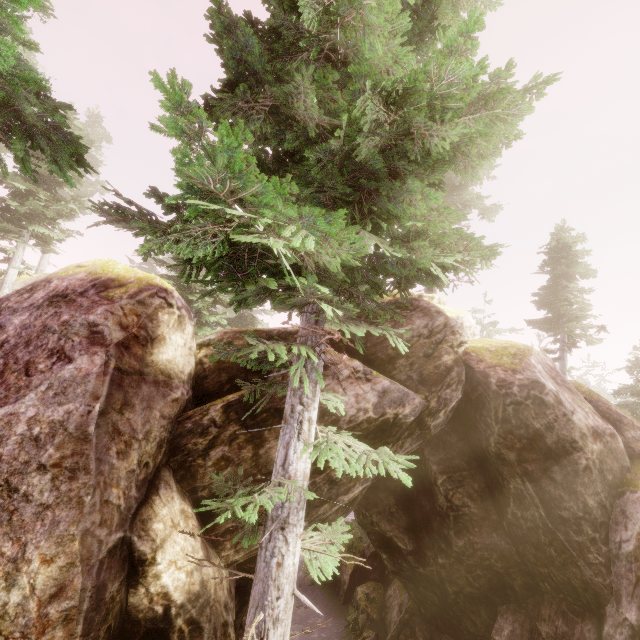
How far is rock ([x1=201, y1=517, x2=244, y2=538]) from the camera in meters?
7.7

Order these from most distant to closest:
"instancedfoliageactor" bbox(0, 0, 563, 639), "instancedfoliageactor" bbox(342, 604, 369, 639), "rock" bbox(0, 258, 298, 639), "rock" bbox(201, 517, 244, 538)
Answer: "instancedfoliageactor" bbox(342, 604, 369, 639)
"rock" bbox(201, 517, 244, 538)
"rock" bbox(0, 258, 298, 639)
"instancedfoliageactor" bbox(0, 0, 563, 639)

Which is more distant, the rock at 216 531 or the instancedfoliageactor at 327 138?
the rock at 216 531

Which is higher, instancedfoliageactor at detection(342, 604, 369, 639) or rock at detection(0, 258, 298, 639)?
rock at detection(0, 258, 298, 639)

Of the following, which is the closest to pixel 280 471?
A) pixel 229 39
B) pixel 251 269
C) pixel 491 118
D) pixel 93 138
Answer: pixel 251 269

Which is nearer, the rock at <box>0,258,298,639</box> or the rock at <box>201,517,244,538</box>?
the rock at <box>0,258,298,639</box>

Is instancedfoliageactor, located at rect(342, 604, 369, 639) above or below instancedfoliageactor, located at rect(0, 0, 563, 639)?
below

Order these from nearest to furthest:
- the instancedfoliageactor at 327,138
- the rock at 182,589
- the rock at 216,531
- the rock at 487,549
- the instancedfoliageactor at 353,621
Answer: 1. the instancedfoliageactor at 327,138
2. the rock at 182,589
3. the rock at 216,531
4. the rock at 487,549
5. the instancedfoliageactor at 353,621
